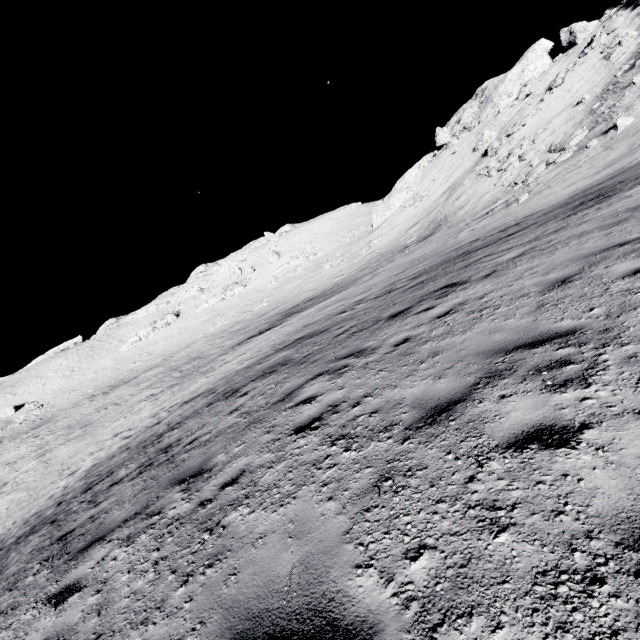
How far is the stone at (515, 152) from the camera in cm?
3070

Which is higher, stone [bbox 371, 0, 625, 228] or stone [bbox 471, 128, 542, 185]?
stone [bbox 371, 0, 625, 228]

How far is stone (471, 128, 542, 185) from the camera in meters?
30.7

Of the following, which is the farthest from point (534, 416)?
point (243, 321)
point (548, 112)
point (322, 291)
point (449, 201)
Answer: point (243, 321)

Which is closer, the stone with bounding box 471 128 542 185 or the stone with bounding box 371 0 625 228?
the stone with bounding box 471 128 542 185

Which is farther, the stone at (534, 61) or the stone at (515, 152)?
the stone at (534, 61)
